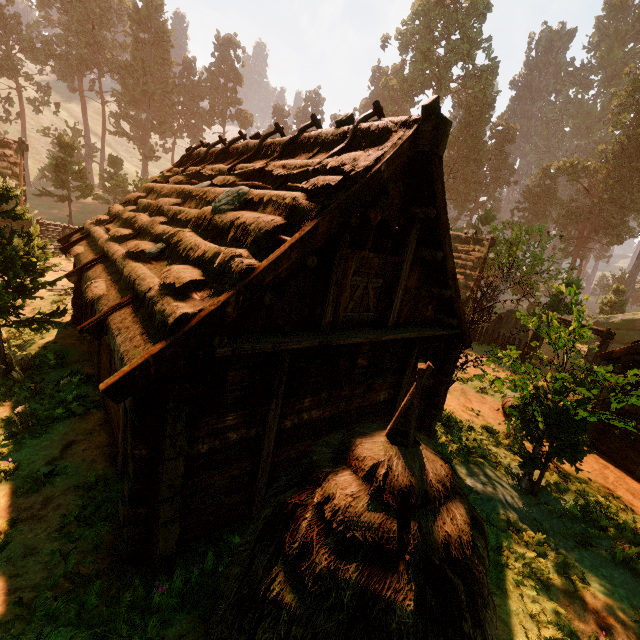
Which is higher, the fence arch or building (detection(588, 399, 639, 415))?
the fence arch

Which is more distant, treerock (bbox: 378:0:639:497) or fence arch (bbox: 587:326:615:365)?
fence arch (bbox: 587:326:615:365)

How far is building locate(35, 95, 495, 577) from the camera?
4.5 meters

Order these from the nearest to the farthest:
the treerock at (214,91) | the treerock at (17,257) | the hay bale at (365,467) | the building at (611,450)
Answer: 1. the hay bale at (365,467)
2. the treerock at (17,257)
3. the building at (611,450)
4. the treerock at (214,91)

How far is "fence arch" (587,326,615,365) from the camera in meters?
17.2 m

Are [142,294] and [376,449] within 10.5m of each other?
yes

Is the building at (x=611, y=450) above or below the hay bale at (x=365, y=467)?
below

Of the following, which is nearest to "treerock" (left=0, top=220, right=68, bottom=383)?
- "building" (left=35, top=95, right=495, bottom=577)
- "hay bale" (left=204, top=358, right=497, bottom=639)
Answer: "building" (left=35, top=95, right=495, bottom=577)
